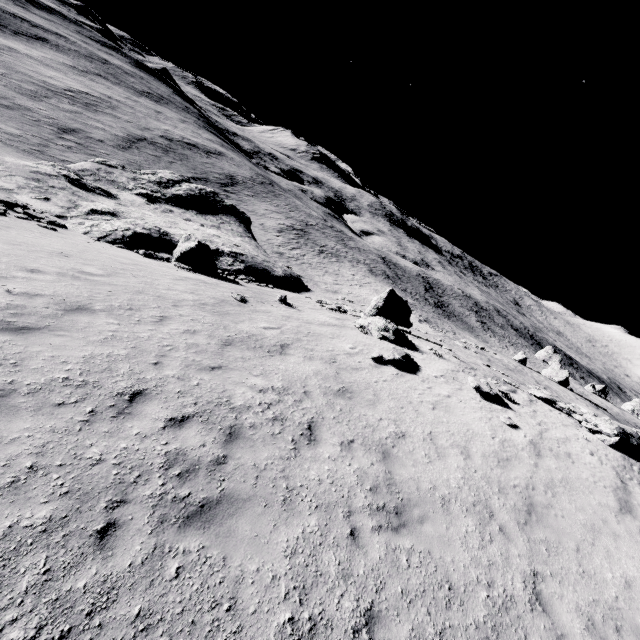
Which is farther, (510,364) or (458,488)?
(510,364)

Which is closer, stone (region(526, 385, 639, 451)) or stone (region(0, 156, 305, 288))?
stone (region(526, 385, 639, 451))

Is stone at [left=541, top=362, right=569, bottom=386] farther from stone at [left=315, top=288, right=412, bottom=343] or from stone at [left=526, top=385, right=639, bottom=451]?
stone at [left=315, top=288, right=412, bottom=343]

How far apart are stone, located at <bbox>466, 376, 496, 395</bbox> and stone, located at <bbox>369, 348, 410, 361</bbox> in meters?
2.7

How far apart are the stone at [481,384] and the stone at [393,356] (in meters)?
2.69

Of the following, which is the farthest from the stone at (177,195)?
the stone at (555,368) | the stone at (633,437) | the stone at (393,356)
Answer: the stone at (555,368)

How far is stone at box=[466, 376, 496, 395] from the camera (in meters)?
13.48

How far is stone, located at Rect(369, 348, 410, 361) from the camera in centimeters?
1378cm
